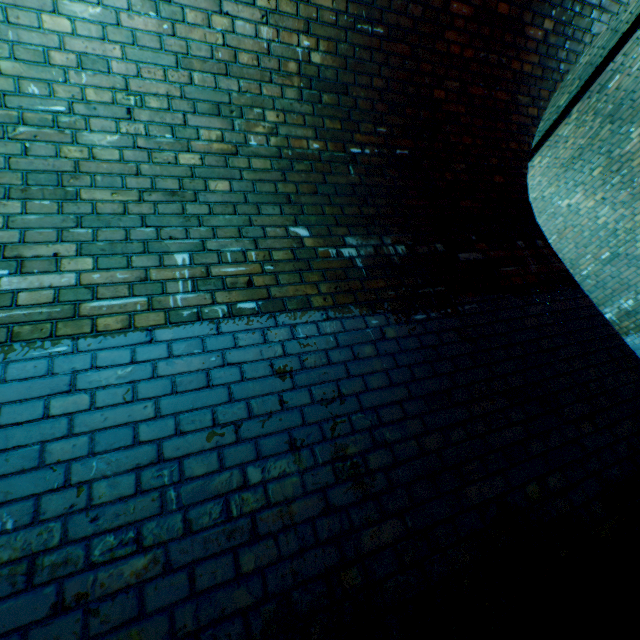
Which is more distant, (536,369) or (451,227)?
(451,227)
